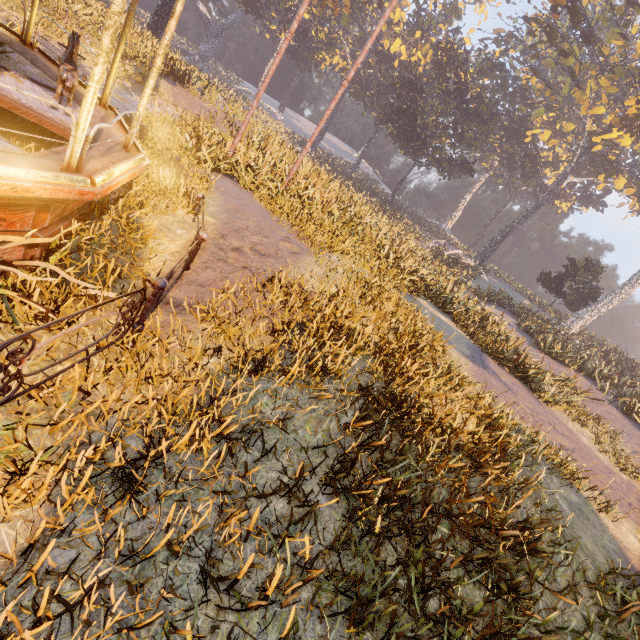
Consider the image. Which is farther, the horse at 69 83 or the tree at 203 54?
the tree at 203 54

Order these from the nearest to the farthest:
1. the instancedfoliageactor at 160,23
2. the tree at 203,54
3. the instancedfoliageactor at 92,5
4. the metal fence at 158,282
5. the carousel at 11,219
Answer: the metal fence at 158,282 < the carousel at 11,219 < the instancedfoliageactor at 92,5 < the instancedfoliageactor at 160,23 < the tree at 203,54

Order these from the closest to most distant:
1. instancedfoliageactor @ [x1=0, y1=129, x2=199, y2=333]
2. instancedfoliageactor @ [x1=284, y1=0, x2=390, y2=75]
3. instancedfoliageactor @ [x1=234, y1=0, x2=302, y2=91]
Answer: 1. instancedfoliageactor @ [x1=0, y1=129, x2=199, y2=333]
2. instancedfoliageactor @ [x1=284, y1=0, x2=390, y2=75]
3. instancedfoliageactor @ [x1=234, y1=0, x2=302, y2=91]

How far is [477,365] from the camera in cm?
891

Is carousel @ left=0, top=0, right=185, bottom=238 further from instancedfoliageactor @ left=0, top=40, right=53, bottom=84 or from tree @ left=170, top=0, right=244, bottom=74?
tree @ left=170, top=0, right=244, bottom=74

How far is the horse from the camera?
4.7m

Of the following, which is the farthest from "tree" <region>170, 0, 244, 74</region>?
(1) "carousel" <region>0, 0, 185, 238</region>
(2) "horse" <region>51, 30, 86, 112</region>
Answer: (2) "horse" <region>51, 30, 86, 112</region>

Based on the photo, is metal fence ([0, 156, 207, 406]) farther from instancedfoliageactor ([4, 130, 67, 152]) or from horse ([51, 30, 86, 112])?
horse ([51, 30, 86, 112])
